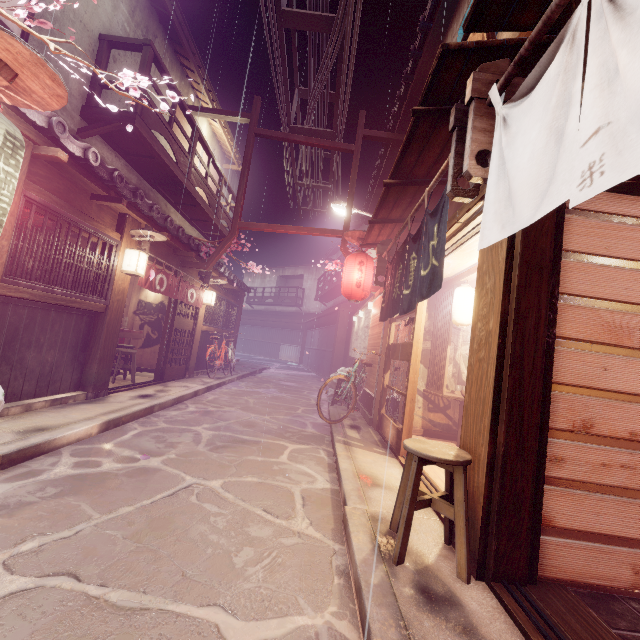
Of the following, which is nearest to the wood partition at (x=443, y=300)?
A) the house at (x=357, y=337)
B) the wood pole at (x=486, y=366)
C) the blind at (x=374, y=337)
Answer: the blind at (x=374, y=337)

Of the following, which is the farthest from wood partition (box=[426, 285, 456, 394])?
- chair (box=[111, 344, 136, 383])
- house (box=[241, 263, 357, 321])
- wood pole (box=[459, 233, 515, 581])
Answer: house (box=[241, 263, 357, 321])

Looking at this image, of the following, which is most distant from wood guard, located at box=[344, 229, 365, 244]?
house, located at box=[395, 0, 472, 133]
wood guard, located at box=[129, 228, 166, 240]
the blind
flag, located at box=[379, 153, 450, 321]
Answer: wood guard, located at box=[129, 228, 166, 240]

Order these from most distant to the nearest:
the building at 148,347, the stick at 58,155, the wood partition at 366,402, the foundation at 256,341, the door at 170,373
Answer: the foundation at 256,341 < the building at 148,347 < the door at 170,373 < the wood partition at 366,402 < the stick at 58,155

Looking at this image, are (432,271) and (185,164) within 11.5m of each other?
no

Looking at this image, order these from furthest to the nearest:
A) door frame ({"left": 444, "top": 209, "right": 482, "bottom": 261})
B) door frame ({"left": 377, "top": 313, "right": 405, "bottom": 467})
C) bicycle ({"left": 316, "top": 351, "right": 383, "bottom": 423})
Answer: bicycle ({"left": 316, "top": 351, "right": 383, "bottom": 423}), door frame ({"left": 377, "top": 313, "right": 405, "bottom": 467}), door frame ({"left": 444, "top": 209, "right": 482, "bottom": 261})

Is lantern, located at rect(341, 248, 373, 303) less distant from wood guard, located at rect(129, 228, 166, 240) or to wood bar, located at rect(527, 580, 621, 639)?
wood guard, located at rect(129, 228, 166, 240)

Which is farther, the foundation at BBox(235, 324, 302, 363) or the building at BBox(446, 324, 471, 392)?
the foundation at BBox(235, 324, 302, 363)
